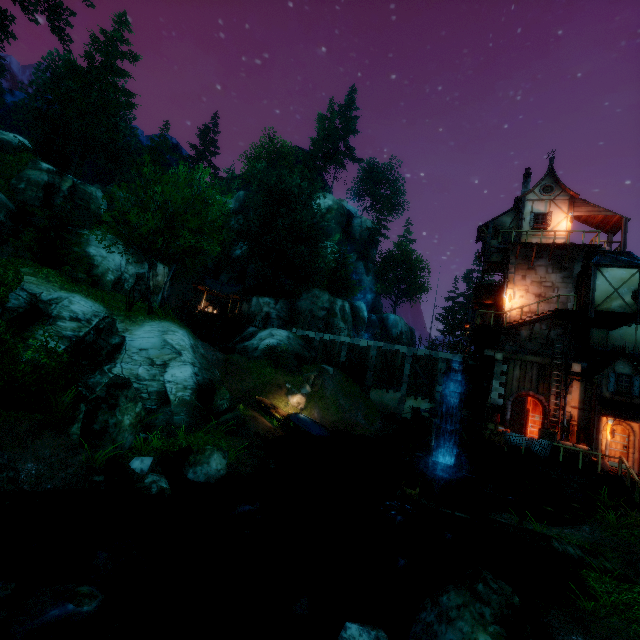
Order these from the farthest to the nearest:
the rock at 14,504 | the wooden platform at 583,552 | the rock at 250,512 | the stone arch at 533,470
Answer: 1. the stone arch at 533,470
2. the rock at 250,512
3. the wooden platform at 583,552
4. the rock at 14,504

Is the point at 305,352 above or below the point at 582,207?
below

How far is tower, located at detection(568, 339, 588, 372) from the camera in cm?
1890

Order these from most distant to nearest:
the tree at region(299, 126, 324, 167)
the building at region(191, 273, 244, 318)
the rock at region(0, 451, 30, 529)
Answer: the tree at region(299, 126, 324, 167) → the building at region(191, 273, 244, 318) → the rock at region(0, 451, 30, 529)

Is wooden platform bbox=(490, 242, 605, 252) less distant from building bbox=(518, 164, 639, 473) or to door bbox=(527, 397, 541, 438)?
building bbox=(518, 164, 639, 473)

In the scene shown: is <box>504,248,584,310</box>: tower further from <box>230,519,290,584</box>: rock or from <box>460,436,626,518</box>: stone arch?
<box>230,519,290,584</box>: rock

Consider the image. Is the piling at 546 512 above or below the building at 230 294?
below

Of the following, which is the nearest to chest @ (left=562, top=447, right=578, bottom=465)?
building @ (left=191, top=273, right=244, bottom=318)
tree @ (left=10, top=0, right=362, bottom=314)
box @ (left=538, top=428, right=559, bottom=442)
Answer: box @ (left=538, top=428, right=559, bottom=442)
